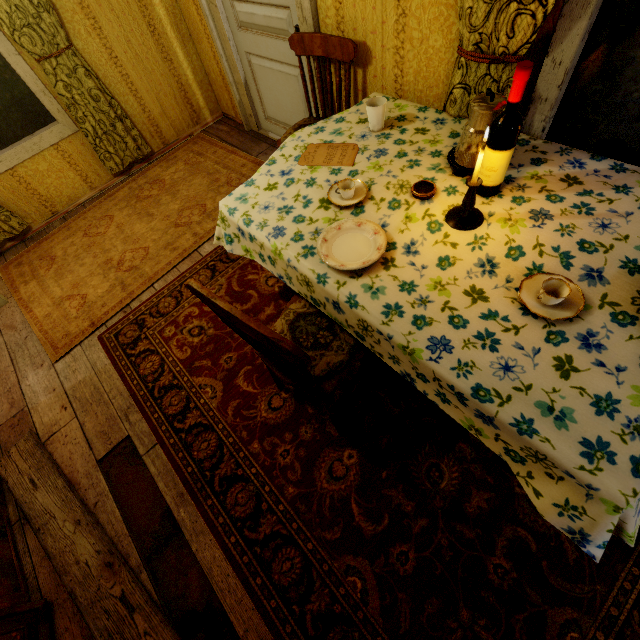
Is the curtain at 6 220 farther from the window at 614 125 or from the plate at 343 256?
the window at 614 125

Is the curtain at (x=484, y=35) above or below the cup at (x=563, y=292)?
above

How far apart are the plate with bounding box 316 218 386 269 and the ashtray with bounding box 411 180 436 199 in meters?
0.3

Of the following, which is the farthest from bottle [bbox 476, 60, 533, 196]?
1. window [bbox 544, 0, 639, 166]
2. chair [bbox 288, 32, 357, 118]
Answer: chair [bbox 288, 32, 357, 118]

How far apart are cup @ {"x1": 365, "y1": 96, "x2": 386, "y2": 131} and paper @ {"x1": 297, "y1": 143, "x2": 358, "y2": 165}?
0.2m

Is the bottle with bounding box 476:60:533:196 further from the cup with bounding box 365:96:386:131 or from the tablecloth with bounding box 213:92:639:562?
the cup with bounding box 365:96:386:131

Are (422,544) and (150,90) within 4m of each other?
no

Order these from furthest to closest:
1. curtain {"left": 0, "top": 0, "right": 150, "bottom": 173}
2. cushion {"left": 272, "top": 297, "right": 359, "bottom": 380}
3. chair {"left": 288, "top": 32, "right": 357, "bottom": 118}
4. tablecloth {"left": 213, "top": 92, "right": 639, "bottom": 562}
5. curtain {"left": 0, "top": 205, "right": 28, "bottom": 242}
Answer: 1. curtain {"left": 0, "top": 205, "right": 28, "bottom": 242}
2. curtain {"left": 0, "top": 0, "right": 150, "bottom": 173}
3. chair {"left": 288, "top": 32, "right": 357, "bottom": 118}
4. cushion {"left": 272, "top": 297, "right": 359, "bottom": 380}
5. tablecloth {"left": 213, "top": 92, "right": 639, "bottom": 562}
